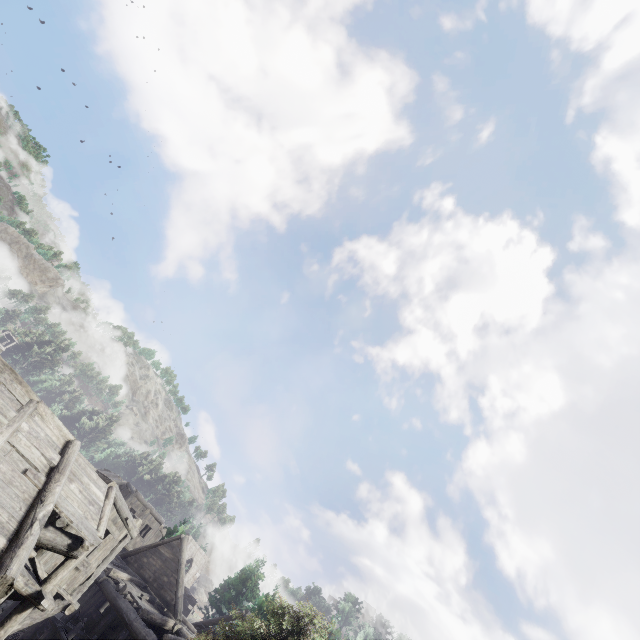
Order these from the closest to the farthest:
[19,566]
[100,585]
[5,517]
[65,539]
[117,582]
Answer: [19,566] < [5,517] < [65,539] < [100,585] < [117,582]
